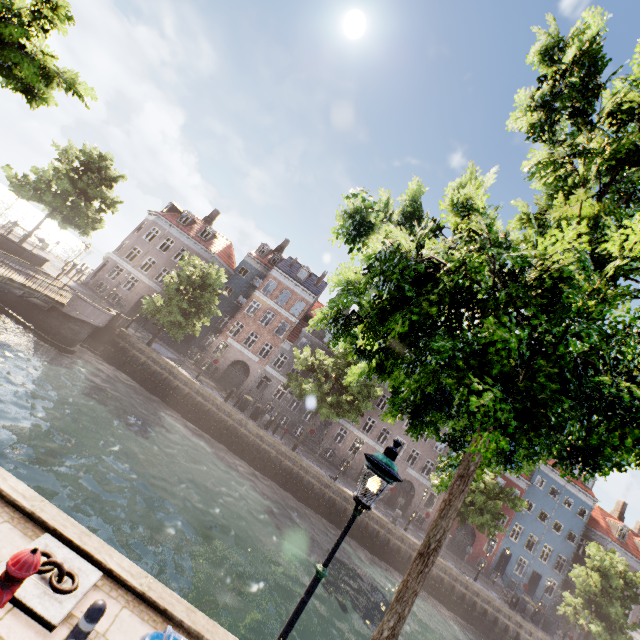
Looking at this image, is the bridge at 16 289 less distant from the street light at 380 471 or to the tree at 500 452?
the tree at 500 452

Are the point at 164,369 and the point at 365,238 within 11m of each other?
no

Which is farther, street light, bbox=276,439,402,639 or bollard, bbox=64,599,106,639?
street light, bbox=276,439,402,639

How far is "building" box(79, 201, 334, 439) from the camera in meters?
34.4 m

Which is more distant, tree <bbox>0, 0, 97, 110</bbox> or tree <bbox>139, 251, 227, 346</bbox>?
tree <bbox>139, 251, 227, 346</bbox>

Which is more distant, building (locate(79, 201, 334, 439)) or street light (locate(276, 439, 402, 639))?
building (locate(79, 201, 334, 439))

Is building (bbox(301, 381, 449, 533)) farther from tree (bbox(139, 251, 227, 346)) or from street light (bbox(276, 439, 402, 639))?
street light (bbox(276, 439, 402, 639))

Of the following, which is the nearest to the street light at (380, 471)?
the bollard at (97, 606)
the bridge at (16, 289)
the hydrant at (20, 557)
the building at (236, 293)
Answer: the bollard at (97, 606)
